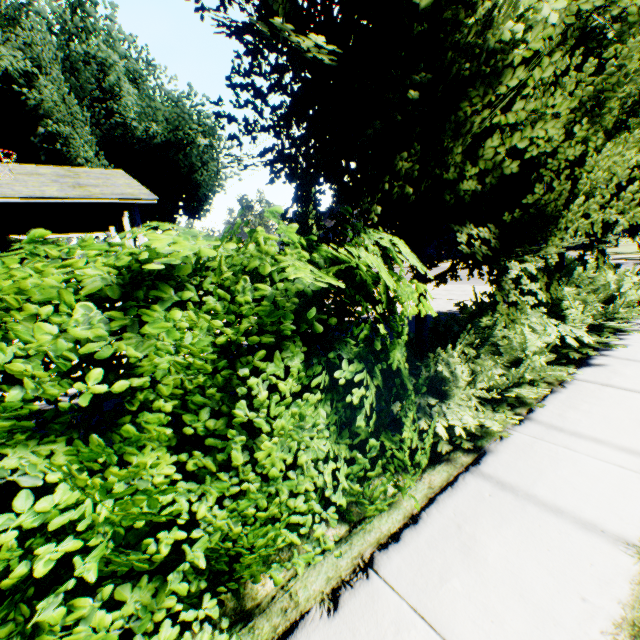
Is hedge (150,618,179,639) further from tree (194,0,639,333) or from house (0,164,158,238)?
tree (194,0,639,333)

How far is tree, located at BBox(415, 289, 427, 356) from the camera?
3.6 meters

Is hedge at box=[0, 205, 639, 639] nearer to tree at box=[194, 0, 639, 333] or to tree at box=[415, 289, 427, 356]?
tree at box=[415, 289, 427, 356]

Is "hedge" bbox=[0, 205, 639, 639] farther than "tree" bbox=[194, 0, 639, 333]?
No

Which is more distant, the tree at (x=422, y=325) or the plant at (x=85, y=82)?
the plant at (x=85, y=82)

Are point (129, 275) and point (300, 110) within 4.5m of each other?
yes

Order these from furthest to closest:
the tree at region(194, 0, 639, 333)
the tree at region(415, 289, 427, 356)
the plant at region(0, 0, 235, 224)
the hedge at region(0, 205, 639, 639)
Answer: the plant at region(0, 0, 235, 224) < the tree at region(415, 289, 427, 356) < the tree at region(194, 0, 639, 333) < the hedge at region(0, 205, 639, 639)

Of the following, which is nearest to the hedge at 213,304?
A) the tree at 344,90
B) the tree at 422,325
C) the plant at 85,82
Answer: the tree at 422,325
